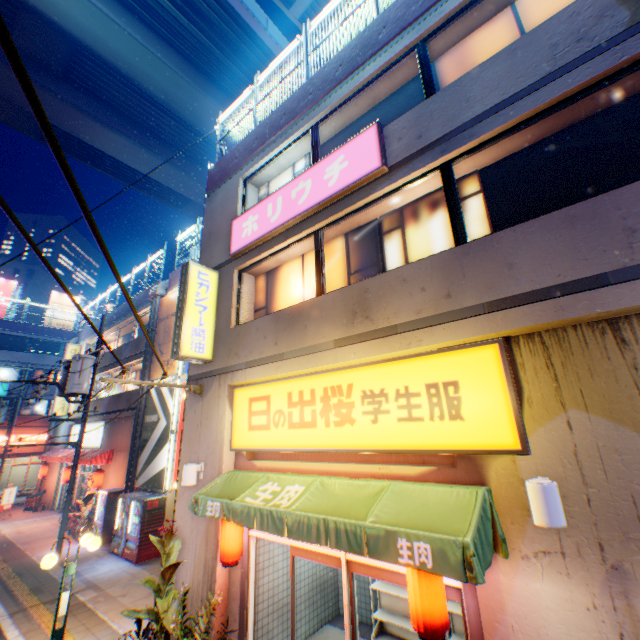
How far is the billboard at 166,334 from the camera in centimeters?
1476cm

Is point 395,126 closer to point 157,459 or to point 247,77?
point 157,459

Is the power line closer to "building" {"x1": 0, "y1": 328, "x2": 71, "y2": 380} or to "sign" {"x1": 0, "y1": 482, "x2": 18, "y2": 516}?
"building" {"x1": 0, "y1": 328, "x2": 71, "y2": 380}

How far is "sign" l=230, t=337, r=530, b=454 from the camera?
4.0m

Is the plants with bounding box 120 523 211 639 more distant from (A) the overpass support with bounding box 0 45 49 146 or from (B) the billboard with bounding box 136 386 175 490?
(A) the overpass support with bounding box 0 45 49 146

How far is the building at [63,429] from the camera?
22.64m

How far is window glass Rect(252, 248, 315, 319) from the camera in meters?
7.4

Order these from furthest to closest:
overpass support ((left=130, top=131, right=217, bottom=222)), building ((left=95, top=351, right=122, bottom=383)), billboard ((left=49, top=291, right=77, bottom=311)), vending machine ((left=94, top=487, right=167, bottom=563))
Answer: billboard ((left=49, top=291, right=77, bottom=311)) → overpass support ((left=130, top=131, right=217, bottom=222)) → building ((left=95, top=351, right=122, bottom=383)) → vending machine ((left=94, top=487, right=167, bottom=563))
